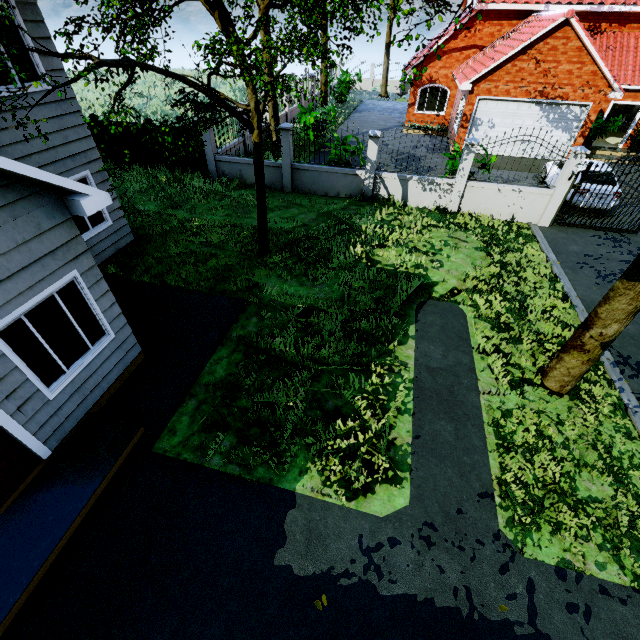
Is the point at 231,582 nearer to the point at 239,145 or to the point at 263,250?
the point at 263,250

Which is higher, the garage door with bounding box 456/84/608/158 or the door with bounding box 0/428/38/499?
the garage door with bounding box 456/84/608/158

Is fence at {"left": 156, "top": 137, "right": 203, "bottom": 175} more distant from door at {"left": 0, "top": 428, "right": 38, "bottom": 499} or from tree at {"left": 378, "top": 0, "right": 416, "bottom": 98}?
door at {"left": 0, "top": 428, "right": 38, "bottom": 499}

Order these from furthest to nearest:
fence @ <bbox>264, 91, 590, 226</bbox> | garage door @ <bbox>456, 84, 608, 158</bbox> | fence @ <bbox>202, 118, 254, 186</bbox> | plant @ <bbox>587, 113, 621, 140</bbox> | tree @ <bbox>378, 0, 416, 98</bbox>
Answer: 1. plant @ <bbox>587, 113, 621, 140</bbox>
2. garage door @ <bbox>456, 84, 608, 158</bbox>
3. fence @ <bbox>202, 118, 254, 186</bbox>
4. fence @ <bbox>264, 91, 590, 226</bbox>
5. tree @ <bbox>378, 0, 416, 98</bbox>

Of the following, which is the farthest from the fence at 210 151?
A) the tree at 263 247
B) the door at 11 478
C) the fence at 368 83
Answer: the door at 11 478

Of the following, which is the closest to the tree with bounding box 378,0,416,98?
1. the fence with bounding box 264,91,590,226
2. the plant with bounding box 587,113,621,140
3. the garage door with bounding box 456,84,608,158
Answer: the fence with bounding box 264,91,590,226

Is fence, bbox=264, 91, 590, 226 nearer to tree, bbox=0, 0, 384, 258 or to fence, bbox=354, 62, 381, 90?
tree, bbox=0, 0, 384, 258

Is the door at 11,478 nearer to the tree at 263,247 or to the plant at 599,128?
the tree at 263,247
